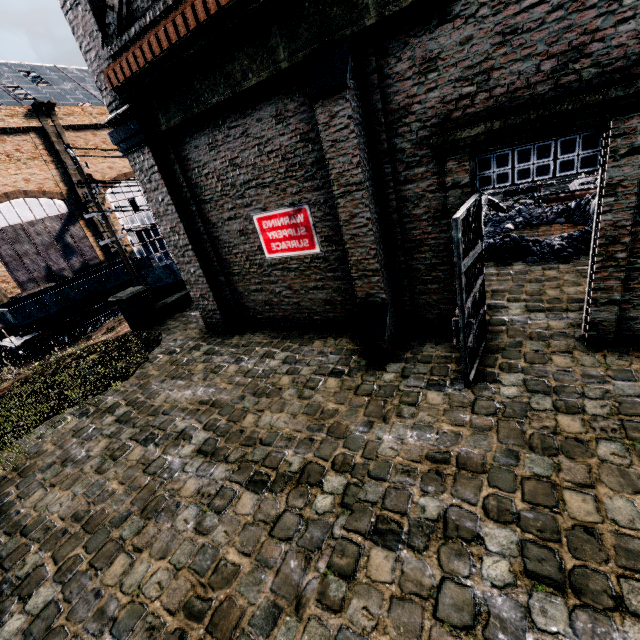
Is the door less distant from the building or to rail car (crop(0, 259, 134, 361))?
the building

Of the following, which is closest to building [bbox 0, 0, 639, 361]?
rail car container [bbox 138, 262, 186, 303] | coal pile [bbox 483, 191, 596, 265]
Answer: coal pile [bbox 483, 191, 596, 265]

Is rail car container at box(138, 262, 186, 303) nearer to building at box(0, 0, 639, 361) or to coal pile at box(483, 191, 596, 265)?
building at box(0, 0, 639, 361)

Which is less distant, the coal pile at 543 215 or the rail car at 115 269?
the coal pile at 543 215

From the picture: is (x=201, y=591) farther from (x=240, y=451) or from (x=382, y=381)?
(x=382, y=381)

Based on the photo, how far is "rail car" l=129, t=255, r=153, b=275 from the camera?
28.14m

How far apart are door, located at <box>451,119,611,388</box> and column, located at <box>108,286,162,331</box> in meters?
12.6

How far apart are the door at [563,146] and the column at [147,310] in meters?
12.6
